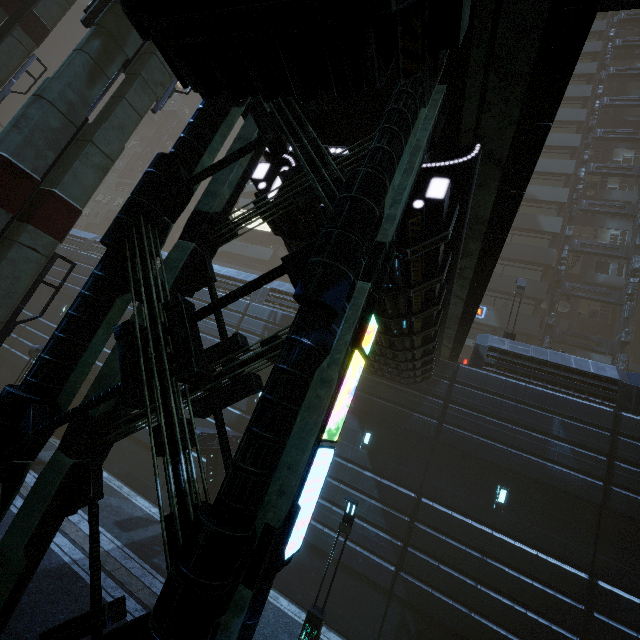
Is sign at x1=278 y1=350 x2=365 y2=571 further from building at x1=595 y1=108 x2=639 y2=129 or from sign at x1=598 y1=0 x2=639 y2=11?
sign at x1=598 y1=0 x2=639 y2=11

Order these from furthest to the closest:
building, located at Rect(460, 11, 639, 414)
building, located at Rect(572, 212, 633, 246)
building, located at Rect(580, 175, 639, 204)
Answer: building, located at Rect(580, 175, 639, 204), building, located at Rect(572, 212, 633, 246), building, located at Rect(460, 11, 639, 414)

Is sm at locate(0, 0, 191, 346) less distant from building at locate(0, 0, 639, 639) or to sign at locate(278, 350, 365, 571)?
building at locate(0, 0, 639, 639)

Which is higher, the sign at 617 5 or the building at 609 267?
the building at 609 267

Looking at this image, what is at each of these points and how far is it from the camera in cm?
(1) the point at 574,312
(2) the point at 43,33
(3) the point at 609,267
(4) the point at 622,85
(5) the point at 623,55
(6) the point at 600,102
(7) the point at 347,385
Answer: (1) building, 2567
(2) sm, 1531
(3) building, 2630
(4) building, 3195
(5) building, 3319
(6) building structure, 2986
(7) sign, 409

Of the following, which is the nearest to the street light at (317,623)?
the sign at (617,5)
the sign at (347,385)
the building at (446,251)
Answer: the building at (446,251)

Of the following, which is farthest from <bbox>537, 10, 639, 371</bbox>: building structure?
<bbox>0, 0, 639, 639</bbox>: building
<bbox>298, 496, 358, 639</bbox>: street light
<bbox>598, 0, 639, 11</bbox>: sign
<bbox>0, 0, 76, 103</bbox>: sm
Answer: <bbox>0, 0, 76, 103</bbox>: sm

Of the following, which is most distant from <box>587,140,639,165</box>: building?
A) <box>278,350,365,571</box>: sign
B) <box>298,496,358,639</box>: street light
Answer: <box>298,496,358,639</box>: street light
